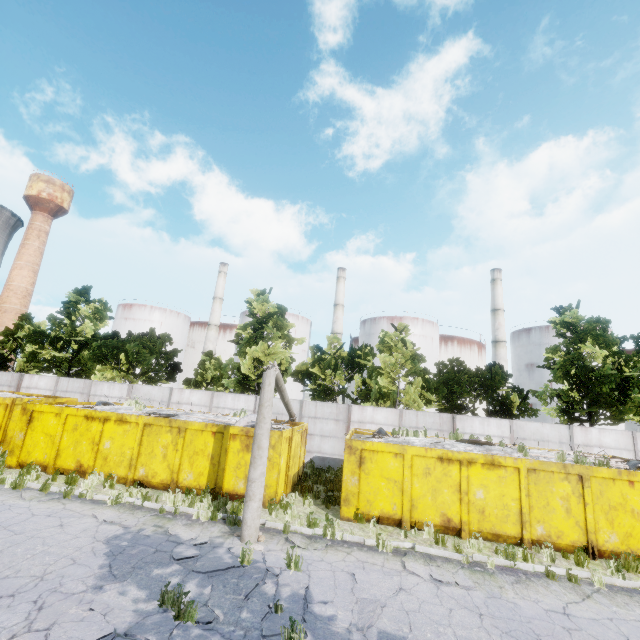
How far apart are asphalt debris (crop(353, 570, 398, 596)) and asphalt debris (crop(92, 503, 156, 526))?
6.4m

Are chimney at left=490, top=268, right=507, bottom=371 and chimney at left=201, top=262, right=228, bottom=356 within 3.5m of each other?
no

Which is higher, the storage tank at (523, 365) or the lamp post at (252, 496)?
the storage tank at (523, 365)

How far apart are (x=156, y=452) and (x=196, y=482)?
2.0 meters

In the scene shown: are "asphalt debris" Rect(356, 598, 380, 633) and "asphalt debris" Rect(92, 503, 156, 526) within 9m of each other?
yes

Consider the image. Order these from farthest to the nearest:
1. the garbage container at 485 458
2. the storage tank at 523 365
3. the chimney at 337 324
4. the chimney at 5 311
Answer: the chimney at 5 311
the chimney at 337 324
the storage tank at 523 365
the garbage container at 485 458

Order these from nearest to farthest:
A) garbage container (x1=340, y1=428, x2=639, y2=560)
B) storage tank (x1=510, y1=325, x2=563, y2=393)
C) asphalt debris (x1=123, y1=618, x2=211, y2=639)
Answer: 1. asphalt debris (x1=123, y1=618, x2=211, y2=639)
2. garbage container (x1=340, y1=428, x2=639, y2=560)
3. storage tank (x1=510, y1=325, x2=563, y2=393)

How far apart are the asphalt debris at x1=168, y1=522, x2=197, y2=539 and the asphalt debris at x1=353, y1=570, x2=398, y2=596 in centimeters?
376cm
